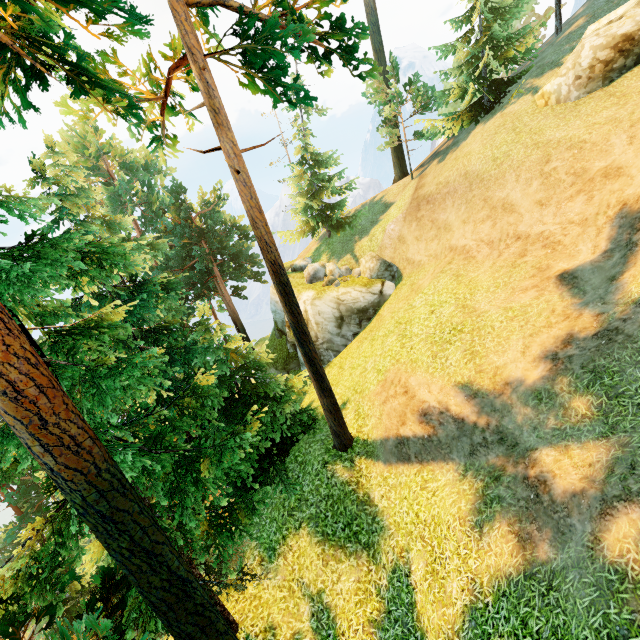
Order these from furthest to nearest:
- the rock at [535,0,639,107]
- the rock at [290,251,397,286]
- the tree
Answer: the rock at [290,251,397,286]
the rock at [535,0,639,107]
the tree

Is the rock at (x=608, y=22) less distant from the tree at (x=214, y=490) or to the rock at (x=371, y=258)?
the tree at (x=214, y=490)

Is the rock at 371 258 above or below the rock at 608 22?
below

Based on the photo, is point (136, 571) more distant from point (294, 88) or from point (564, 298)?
point (564, 298)

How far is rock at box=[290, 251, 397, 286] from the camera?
20.7 meters

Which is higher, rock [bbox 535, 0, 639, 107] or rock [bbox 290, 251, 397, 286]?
rock [bbox 535, 0, 639, 107]

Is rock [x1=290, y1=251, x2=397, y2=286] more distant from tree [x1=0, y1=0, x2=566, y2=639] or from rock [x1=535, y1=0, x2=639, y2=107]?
rock [x1=535, y1=0, x2=639, y2=107]
